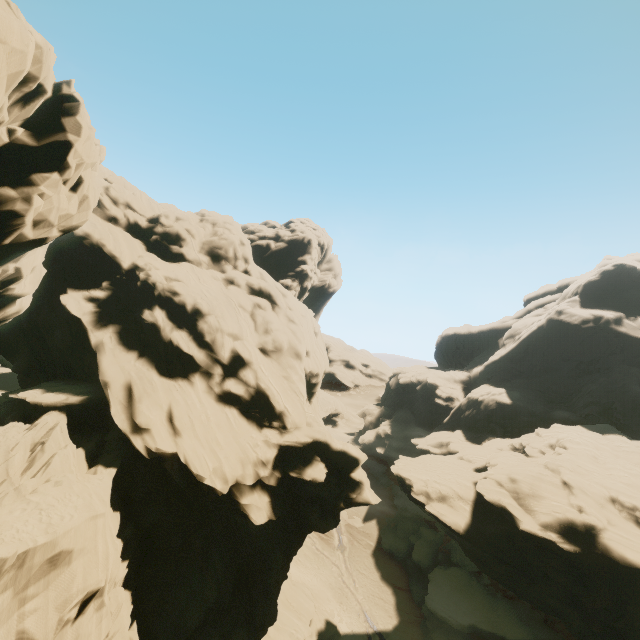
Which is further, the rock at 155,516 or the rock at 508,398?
the rock at 508,398

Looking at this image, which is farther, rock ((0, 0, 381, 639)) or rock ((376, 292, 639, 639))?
rock ((376, 292, 639, 639))

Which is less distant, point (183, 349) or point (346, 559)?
point (183, 349)
